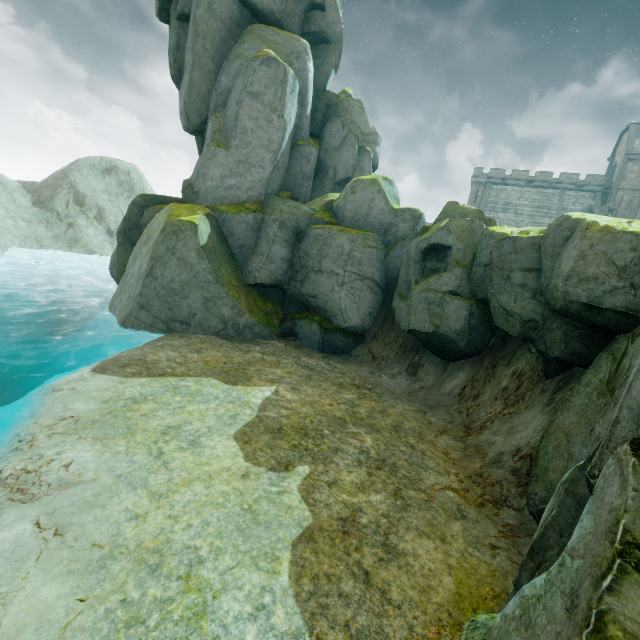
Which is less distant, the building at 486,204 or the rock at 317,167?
the rock at 317,167

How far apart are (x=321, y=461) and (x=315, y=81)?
24.23m

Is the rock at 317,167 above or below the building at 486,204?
below

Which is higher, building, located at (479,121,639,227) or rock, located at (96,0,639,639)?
building, located at (479,121,639,227)

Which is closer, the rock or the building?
the rock
